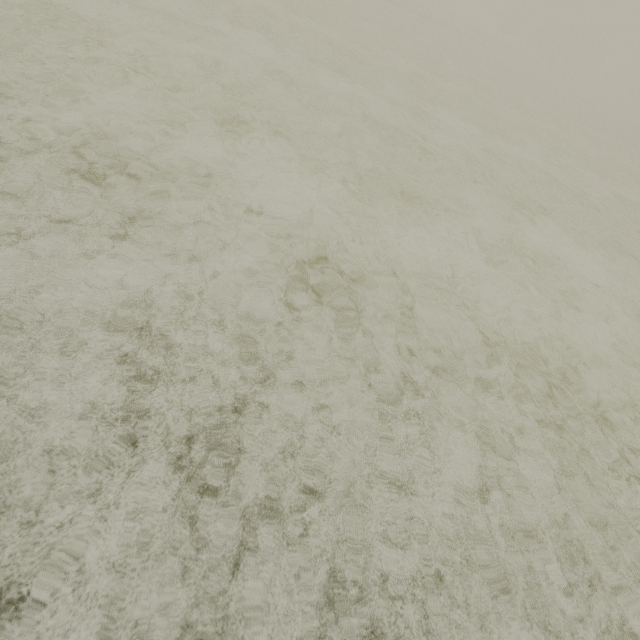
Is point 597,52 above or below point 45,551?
above
